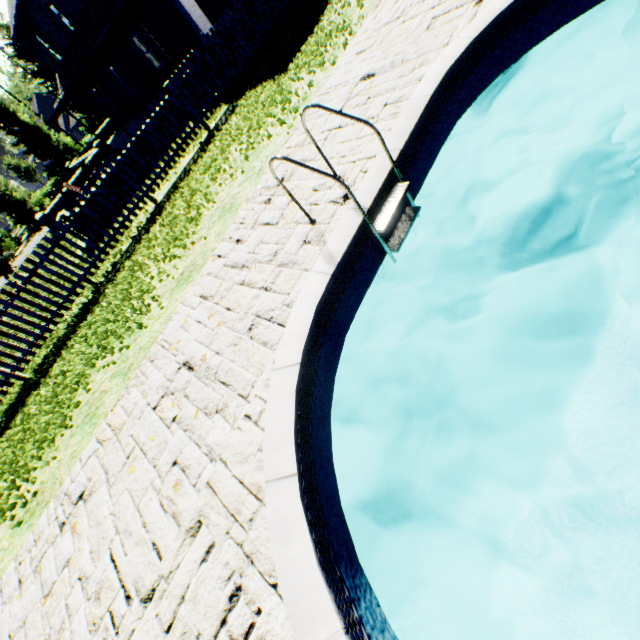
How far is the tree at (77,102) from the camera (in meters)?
28.39

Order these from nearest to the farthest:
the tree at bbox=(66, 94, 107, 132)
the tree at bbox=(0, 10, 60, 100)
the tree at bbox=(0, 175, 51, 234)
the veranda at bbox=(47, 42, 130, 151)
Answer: the veranda at bbox=(47, 42, 130, 151)
the tree at bbox=(0, 10, 60, 100)
the tree at bbox=(0, 175, 51, 234)
the tree at bbox=(66, 94, 107, 132)

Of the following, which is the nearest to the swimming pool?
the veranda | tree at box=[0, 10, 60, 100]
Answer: tree at box=[0, 10, 60, 100]

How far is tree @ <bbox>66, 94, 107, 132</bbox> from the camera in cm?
2839

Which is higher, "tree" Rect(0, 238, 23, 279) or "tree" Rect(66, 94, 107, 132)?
"tree" Rect(66, 94, 107, 132)

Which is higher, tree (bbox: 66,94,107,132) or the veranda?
the veranda

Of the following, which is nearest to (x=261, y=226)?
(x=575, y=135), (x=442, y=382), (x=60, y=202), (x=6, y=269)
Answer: (x=442, y=382)

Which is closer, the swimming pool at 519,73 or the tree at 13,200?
the swimming pool at 519,73
